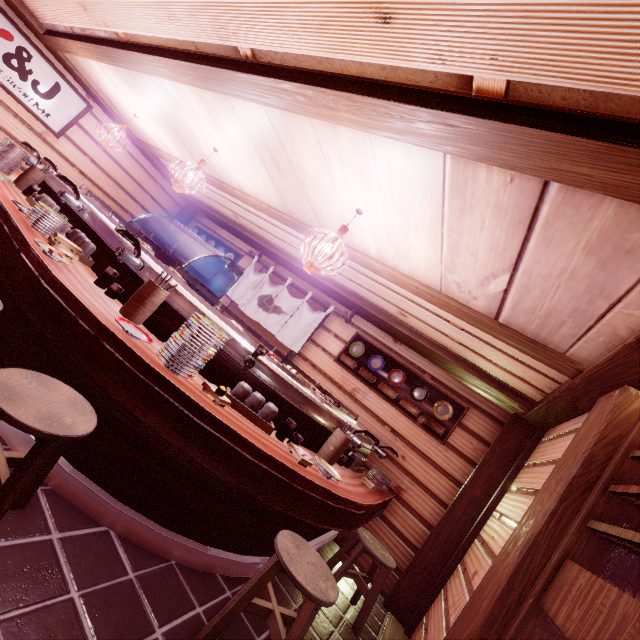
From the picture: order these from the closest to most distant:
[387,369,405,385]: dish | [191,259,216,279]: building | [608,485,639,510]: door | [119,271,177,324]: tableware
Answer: [608,485,639,510]: door, [119,271,177,324]: tableware, [387,369,405,385]: dish, [191,259,216,279]: building

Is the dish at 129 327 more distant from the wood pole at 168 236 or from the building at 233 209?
the wood pole at 168 236

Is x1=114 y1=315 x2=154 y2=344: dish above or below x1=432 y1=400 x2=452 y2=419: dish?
below

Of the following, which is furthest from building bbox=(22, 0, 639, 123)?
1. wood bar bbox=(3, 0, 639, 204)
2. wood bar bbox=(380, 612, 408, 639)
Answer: wood bar bbox=(380, 612, 408, 639)

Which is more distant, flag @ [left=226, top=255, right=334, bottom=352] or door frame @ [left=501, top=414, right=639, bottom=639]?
flag @ [left=226, top=255, right=334, bottom=352]

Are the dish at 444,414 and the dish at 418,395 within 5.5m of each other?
yes

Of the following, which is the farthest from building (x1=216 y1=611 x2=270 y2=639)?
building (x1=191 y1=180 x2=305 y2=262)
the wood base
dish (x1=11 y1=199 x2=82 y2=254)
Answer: the wood base

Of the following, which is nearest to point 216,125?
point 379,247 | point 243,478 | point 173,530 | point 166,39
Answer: point 166,39
